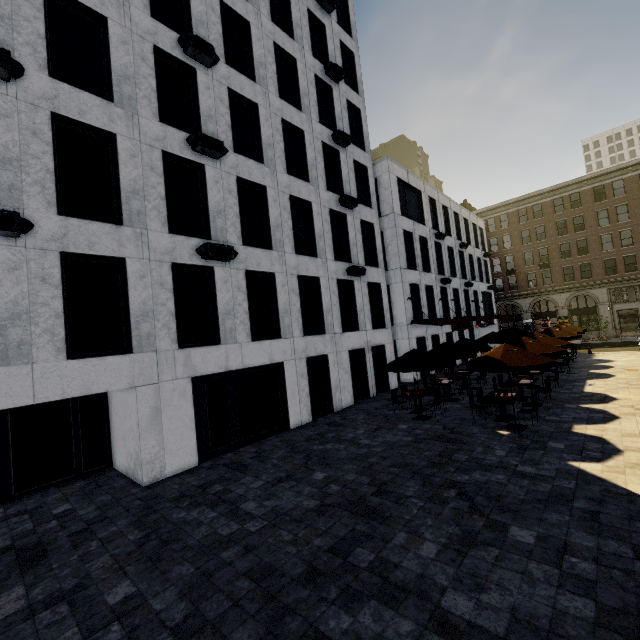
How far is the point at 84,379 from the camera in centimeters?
885cm

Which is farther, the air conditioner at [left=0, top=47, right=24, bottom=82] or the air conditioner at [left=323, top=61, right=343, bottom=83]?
the air conditioner at [left=323, top=61, right=343, bottom=83]

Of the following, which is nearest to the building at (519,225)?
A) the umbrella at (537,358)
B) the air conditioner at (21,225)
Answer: the air conditioner at (21,225)

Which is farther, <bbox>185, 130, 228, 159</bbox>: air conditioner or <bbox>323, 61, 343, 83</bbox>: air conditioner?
<bbox>323, 61, 343, 83</bbox>: air conditioner

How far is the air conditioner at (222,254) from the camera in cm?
1109

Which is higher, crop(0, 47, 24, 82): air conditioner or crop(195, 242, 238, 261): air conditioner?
crop(0, 47, 24, 82): air conditioner

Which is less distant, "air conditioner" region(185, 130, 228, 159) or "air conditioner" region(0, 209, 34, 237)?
"air conditioner" region(0, 209, 34, 237)

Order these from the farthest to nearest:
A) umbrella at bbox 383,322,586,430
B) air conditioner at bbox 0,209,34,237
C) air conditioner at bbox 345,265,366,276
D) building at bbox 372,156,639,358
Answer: building at bbox 372,156,639,358 < air conditioner at bbox 345,265,366,276 < umbrella at bbox 383,322,586,430 < air conditioner at bbox 0,209,34,237
